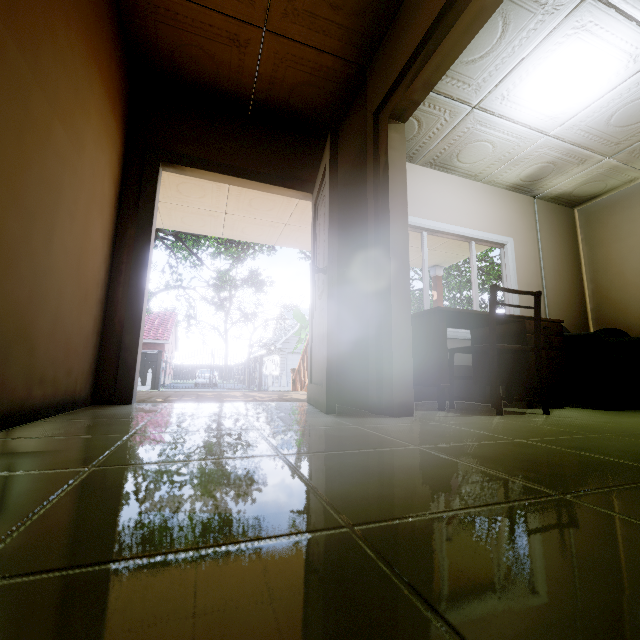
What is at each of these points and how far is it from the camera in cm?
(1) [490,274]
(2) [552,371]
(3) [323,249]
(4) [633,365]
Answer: (1) tree, 1625
(2) desk, 281
(3) door, 267
(4) couch, 286

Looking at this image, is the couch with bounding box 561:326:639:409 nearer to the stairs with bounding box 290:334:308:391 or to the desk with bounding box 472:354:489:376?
the desk with bounding box 472:354:489:376

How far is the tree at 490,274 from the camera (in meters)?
16.39

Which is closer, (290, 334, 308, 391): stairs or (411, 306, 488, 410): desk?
(411, 306, 488, 410): desk

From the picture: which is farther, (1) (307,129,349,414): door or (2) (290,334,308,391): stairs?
(2) (290,334,308,391): stairs

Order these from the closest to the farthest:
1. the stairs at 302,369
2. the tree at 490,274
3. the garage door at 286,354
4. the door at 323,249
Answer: the door at 323,249 < the stairs at 302,369 < the tree at 490,274 < the garage door at 286,354

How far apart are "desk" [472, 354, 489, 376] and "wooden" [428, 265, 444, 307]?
3.62m

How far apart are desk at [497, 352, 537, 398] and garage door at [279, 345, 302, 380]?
23.15m
